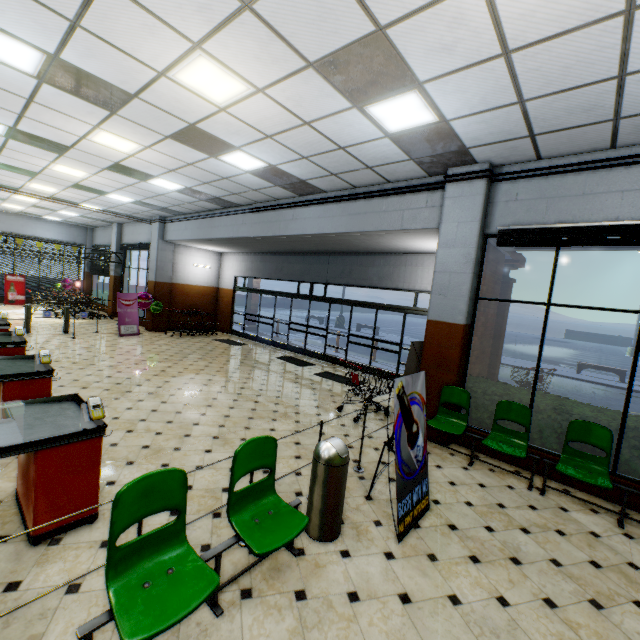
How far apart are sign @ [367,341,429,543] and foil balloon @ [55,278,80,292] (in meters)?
21.78

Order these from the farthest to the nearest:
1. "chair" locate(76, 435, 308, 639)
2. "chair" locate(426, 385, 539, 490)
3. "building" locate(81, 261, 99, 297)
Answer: "building" locate(81, 261, 99, 297)
"chair" locate(426, 385, 539, 490)
"chair" locate(76, 435, 308, 639)

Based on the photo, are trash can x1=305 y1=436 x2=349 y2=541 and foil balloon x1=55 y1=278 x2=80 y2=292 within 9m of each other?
no

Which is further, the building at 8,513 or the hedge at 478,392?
the hedge at 478,392

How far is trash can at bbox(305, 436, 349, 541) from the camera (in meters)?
3.18

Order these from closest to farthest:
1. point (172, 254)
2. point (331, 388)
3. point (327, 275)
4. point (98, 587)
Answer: point (98, 587) < point (331, 388) < point (327, 275) < point (172, 254)

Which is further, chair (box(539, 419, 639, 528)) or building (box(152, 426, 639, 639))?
chair (box(539, 419, 639, 528))

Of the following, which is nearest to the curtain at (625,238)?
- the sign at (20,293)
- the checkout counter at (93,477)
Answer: the checkout counter at (93,477)
